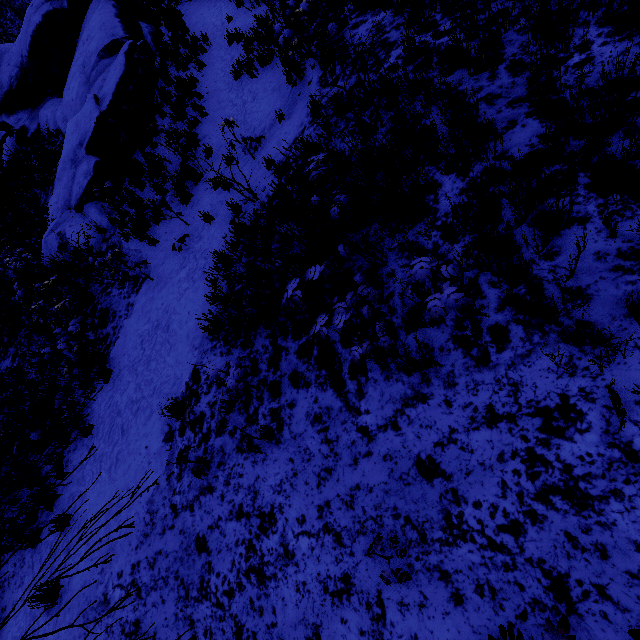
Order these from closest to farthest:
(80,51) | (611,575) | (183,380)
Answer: (611,575), (183,380), (80,51)
